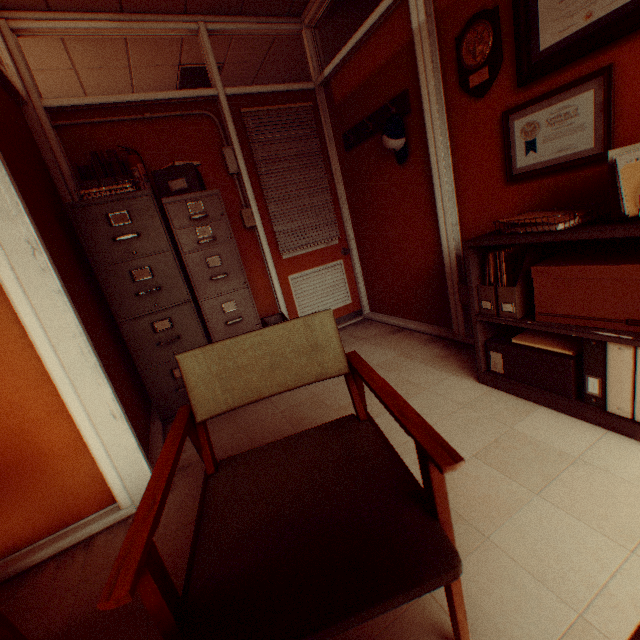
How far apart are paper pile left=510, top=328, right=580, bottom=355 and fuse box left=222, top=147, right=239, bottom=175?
3.2m

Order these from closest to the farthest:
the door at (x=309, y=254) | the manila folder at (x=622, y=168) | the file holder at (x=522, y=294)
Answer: the manila folder at (x=622, y=168) < the file holder at (x=522, y=294) < the door at (x=309, y=254)

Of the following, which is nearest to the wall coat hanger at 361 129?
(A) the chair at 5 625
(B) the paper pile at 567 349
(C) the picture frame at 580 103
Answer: (C) the picture frame at 580 103

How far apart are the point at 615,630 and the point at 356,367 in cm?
111

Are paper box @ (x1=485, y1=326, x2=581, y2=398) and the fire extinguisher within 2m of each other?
no

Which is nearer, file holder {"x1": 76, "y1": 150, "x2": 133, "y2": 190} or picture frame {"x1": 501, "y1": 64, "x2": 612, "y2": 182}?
picture frame {"x1": 501, "y1": 64, "x2": 612, "y2": 182}

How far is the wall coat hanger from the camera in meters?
2.8 m

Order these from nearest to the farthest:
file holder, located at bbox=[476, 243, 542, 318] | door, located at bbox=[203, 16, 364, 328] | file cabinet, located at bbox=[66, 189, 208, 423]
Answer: file holder, located at bbox=[476, 243, 542, 318], file cabinet, located at bbox=[66, 189, 208, 423], door, located at bbox=[203, 16, 364, 328]
